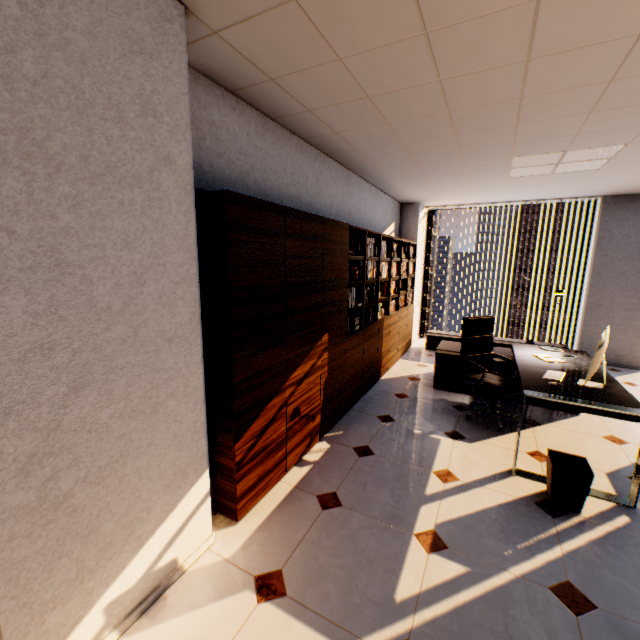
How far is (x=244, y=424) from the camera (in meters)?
2.18

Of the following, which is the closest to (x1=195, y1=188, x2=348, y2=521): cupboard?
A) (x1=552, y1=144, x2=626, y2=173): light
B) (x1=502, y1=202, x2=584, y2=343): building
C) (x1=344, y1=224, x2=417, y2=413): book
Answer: (x1=344, y1=224, x2=417, y2=413): book

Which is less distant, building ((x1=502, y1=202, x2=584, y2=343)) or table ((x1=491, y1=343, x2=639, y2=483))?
table ((x1=491, y1=343, x2=639, y2=483))

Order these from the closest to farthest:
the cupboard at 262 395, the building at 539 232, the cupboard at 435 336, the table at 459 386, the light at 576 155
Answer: the cupboard at 262 395 → the light at 576 155 → the table at 459 386 → the cupboard at 435 336 → the building at 539 232

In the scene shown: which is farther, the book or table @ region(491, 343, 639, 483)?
the book

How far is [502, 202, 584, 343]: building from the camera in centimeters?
5054cm

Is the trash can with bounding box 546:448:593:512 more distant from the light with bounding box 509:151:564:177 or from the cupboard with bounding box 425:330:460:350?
the cupboard with bounding box 425:330:460:350

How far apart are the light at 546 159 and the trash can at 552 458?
3.05m
